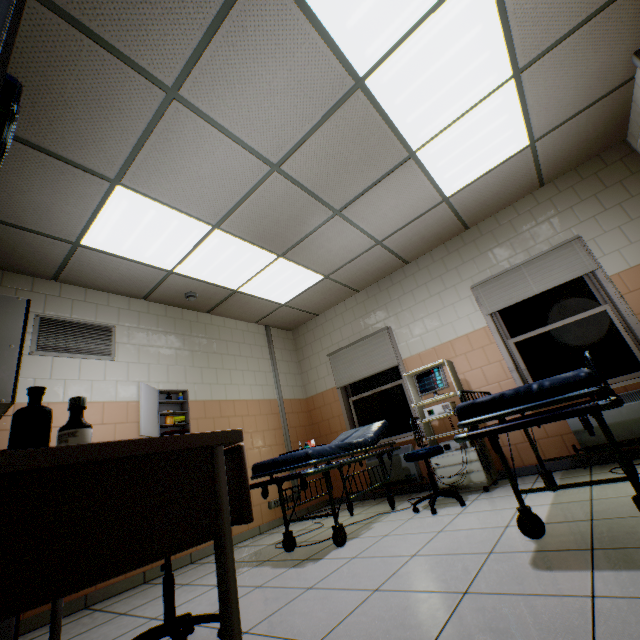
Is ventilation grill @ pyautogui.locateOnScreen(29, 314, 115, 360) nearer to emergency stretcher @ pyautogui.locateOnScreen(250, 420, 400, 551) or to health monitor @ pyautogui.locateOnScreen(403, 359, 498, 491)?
emergency stretcher @ pyautogui.locateOnScreen(250, 420, 400, 551)

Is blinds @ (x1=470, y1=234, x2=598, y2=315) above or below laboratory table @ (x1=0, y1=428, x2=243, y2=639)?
above

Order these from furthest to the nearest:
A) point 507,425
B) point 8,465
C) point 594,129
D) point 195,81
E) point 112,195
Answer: point 594,129, point 112,195, point 195,81, point 507,425, point 8,465

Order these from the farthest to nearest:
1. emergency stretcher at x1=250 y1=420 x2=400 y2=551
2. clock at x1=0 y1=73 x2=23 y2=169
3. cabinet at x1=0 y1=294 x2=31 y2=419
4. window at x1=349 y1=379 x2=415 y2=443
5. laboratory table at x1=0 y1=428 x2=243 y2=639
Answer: window at x1=349 y1=379 x2=415 y2=443 < emergency stretcher at x1=250 y1=420 x2=400 y2=551 < cabinet at x1=0 y1=294 x2=31 y2=419 < clock at x1=0 y1=73 x2=23 y2=169 < laboratory table at x1=0 y1=428 x2=243 y2=639

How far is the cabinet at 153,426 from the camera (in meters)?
3.47

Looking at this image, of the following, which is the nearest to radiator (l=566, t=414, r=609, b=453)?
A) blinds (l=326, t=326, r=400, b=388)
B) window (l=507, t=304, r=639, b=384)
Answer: window (l=507, t=304, r=639, b=384)

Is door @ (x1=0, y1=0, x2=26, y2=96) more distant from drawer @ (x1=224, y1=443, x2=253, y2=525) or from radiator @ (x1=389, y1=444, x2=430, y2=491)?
radiator @ (x1=389, y1=444, x2=430, y2=491)

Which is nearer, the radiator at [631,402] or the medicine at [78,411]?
the medicine at [78,411]
